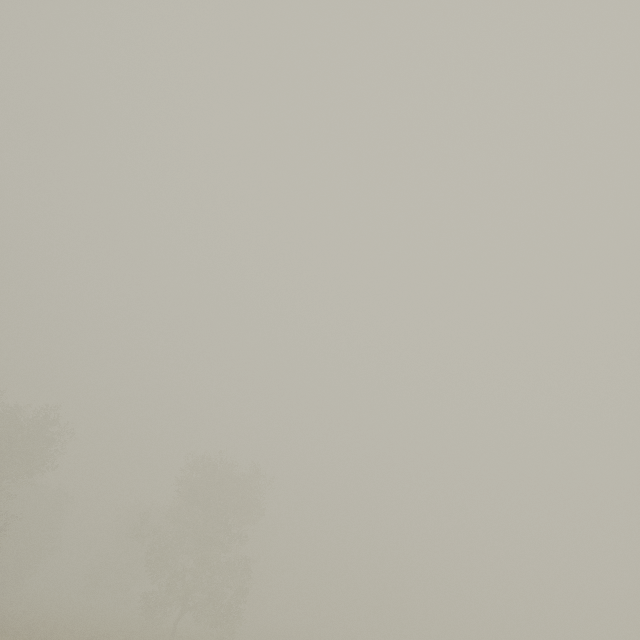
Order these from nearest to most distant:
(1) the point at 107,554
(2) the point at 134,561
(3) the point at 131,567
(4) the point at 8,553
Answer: (4) the point at 8,553
(3) the point at 131,567
(2) the point at 134,561
(1) the point at 107,554
